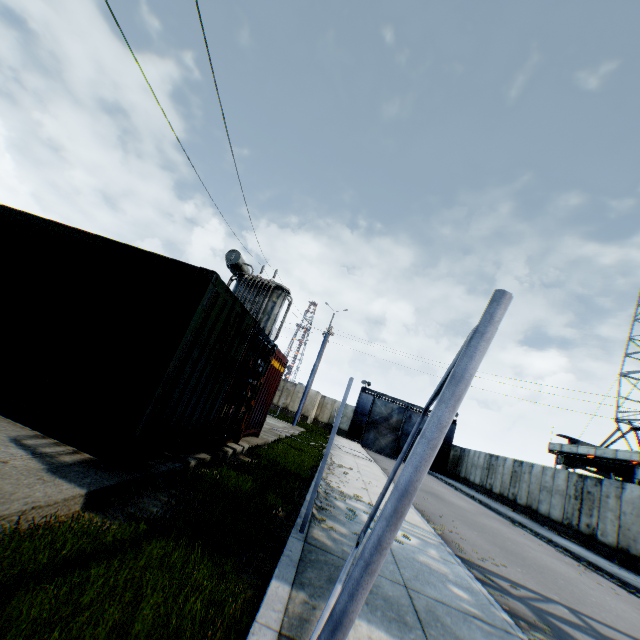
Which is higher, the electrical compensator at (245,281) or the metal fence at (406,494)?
the electrical compensator at (245,281)

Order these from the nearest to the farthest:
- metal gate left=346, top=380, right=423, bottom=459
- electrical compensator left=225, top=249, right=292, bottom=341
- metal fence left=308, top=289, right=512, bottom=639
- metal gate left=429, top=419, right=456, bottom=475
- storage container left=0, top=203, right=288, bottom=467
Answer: metal fence left=308, top=289, right=512, bottom=639
storage container left=0, top=203, right=288, bottom=467
electrical compensator left=225, top=249, right=292, bottom=341
metal gate left=429, top=419, right=456, bottom=475
metal gate left=346, top=380, right=423, bottom=459

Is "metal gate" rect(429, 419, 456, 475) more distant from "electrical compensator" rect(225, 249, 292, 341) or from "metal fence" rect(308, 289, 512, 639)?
"electrical compensator" rect(225, 249, 292, 341)

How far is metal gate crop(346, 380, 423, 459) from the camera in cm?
3550

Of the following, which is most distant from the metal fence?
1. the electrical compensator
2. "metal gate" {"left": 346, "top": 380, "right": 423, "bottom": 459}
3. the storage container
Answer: "metal gate" {"left": 346, "top": 380, "right": 423, "bottom": 459}

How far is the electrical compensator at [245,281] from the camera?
14.7 meters

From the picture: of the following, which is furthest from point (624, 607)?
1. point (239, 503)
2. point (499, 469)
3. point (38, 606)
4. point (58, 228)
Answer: point (499, 469)
